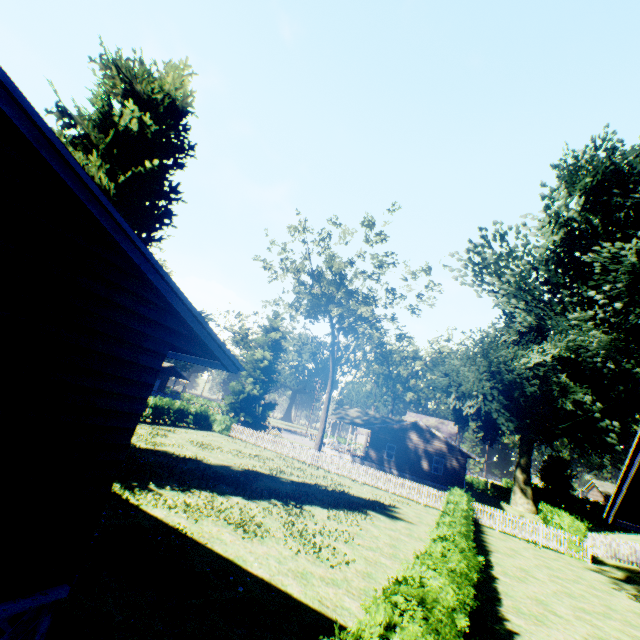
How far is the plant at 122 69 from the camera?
14.6m

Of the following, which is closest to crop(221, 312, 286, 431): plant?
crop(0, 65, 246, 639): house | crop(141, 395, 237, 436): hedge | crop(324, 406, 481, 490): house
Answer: crop(0, 65, 246, 639): house

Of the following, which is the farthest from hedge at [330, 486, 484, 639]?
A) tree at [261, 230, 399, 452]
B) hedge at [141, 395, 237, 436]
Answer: hedge at [141, 395, 237, 436]

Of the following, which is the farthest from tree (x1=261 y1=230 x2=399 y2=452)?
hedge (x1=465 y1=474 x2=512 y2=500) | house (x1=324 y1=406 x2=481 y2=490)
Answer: hedge (x1=465 y1=474 x2=512 y2=500)

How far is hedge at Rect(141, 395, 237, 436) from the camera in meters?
28.5 m

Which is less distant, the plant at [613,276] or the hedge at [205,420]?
the plant at [613,276]

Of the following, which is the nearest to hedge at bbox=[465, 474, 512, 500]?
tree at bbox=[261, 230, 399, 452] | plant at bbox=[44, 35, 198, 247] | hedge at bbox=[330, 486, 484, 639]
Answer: plant at bbox=[44, 35, 198, 247]

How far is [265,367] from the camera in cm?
4109
